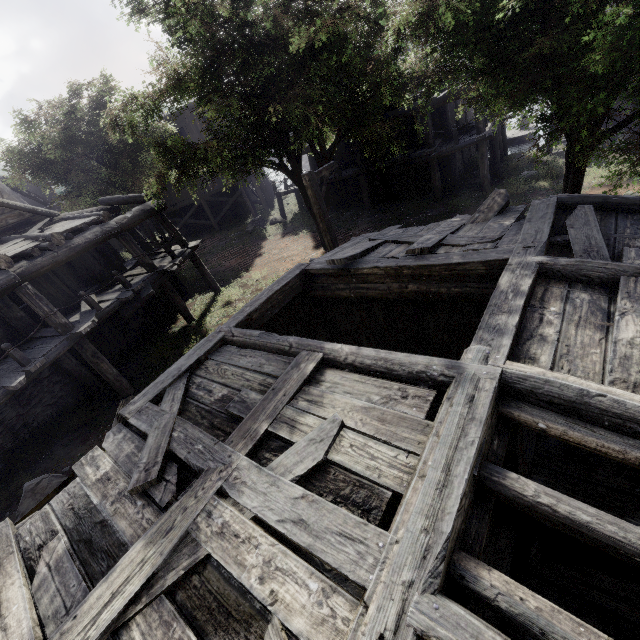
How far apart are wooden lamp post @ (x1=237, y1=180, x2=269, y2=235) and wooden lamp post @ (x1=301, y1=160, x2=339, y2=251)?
13.1m

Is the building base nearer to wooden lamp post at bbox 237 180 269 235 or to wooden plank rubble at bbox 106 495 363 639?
wooden lamp post at bbox 237 180 269 235

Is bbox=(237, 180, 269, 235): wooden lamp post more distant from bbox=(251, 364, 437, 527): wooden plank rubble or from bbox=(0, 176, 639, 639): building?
bbox=(251, 364, 437, 527): wooden plank rubble

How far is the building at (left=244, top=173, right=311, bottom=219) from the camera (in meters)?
22.95

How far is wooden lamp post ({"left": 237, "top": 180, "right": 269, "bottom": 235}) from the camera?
22.09m

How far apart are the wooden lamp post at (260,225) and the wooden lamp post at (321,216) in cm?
1313

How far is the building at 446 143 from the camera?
16.5m

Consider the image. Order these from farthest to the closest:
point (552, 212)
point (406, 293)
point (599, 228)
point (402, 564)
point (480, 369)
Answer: point (406, 293)
point (552, 212)
point (599, 228)
point (480, 369)
point (402, 564)
